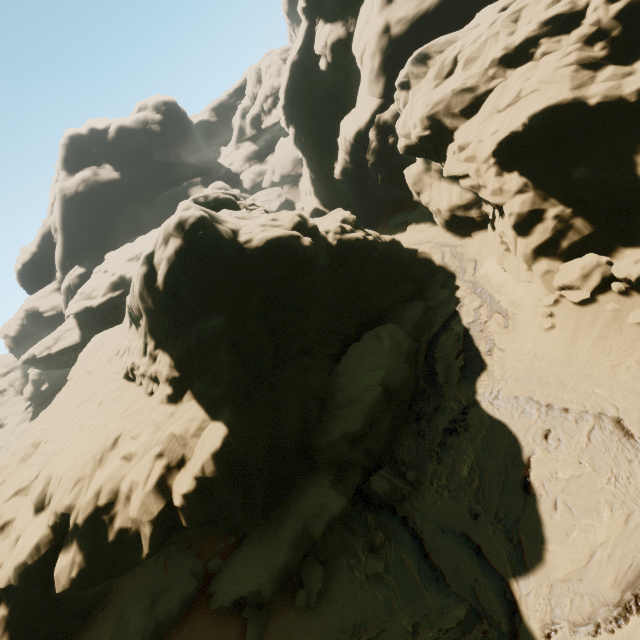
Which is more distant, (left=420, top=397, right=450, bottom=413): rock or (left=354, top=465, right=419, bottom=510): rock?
(left=420, top=397, right=450, bottom=413): rock

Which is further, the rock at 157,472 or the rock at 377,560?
the rock at 157,472

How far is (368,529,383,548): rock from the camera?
9.9m

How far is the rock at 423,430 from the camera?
11.93m

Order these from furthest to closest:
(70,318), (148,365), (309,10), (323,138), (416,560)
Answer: (70,318)
(323,138)
(309,10)
(148,365)
(416,560)

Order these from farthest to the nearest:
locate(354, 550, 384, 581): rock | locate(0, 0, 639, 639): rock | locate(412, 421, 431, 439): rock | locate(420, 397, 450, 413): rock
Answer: locate(420, 397, 450, 413): rock → locate(412, 421, 431, 439): rock → locate(0, 0, 639, 639): rock → locate(354, 550, 384, 581): rock
